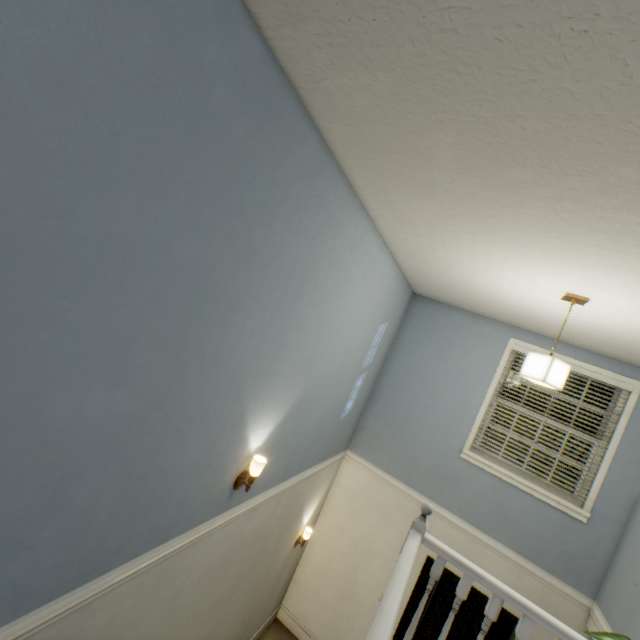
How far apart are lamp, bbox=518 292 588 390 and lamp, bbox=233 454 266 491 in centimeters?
201cm

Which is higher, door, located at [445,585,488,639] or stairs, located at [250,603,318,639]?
door, located at [445,585,488,639]

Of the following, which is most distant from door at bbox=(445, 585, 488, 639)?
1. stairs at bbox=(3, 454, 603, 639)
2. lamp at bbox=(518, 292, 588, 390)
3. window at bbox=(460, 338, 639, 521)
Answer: lamp at bbox=(518, 292, 588, 390)

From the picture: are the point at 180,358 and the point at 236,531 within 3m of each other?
yes

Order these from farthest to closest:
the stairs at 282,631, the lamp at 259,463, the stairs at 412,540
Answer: the stairs at 282,631 < the lamp at 259,463 < the stairs at 412,540

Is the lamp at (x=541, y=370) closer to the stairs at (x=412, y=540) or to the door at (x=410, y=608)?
the stairs at (x=412, y=540)

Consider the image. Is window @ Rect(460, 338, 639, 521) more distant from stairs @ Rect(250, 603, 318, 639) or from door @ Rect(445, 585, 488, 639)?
door @ Rect(445, 585, 488, 639)
